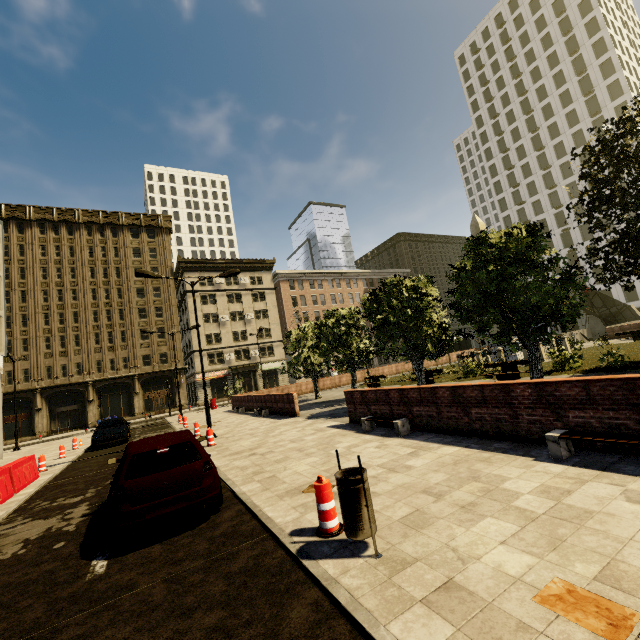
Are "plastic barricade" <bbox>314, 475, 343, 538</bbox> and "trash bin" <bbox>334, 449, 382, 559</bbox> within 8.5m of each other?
yes

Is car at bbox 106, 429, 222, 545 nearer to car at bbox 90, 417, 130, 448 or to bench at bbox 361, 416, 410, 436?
bench at bbox 361, 416, 410, 436

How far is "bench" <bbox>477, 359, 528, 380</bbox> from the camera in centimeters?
1538cm

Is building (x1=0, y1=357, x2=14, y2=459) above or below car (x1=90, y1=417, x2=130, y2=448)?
above

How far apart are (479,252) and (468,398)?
5.8m

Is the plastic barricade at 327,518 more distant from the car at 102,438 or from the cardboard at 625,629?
the car at 102,438

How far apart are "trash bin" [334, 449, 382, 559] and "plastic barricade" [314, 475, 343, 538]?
0.22m

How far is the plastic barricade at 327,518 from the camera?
4.29m
